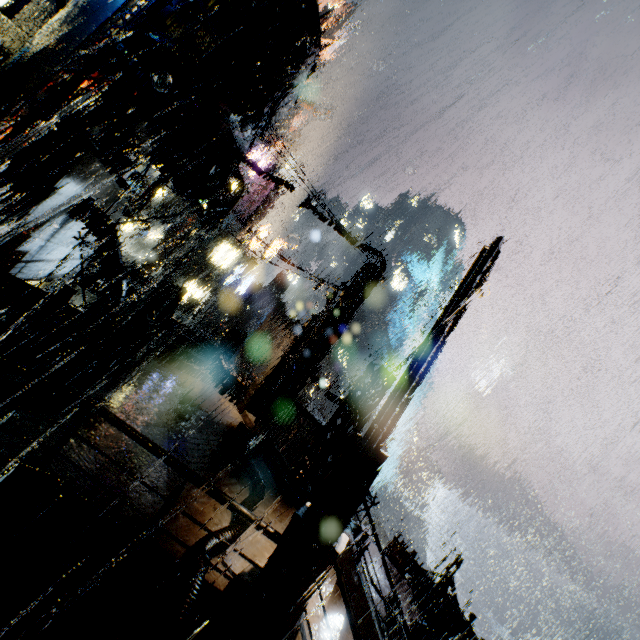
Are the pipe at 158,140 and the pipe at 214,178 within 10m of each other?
yes

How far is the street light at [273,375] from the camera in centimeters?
1619cm

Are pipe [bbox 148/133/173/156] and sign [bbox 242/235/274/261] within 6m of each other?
no

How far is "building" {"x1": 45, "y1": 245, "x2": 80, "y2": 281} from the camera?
→ 15.7m

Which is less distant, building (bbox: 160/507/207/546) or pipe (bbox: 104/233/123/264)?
building (bbox: 160/507/207/546)

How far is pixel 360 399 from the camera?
10.5 meters

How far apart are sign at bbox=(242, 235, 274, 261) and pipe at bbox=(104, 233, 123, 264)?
24.8 meters
